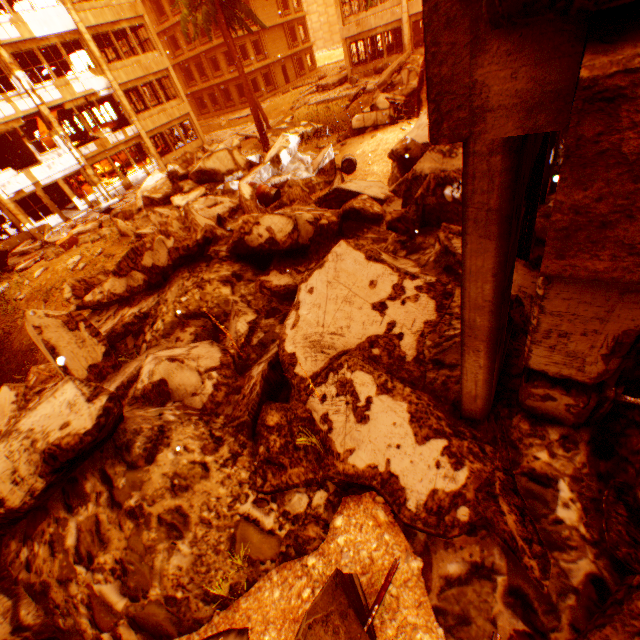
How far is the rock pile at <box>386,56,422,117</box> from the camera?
15.9 meters

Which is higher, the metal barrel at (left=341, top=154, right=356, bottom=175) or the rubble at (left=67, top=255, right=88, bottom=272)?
the rubble at (left=67, top=255, right=88, bottom=272)

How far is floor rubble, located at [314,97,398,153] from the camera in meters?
13.8

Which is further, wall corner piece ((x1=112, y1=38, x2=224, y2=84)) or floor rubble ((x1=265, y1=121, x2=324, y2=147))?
wall corner piece ((x1=112, y1=38, x2=224, y2=84))

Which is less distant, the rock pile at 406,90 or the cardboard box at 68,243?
the cardboard box at 68,243

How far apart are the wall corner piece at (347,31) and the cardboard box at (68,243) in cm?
2418

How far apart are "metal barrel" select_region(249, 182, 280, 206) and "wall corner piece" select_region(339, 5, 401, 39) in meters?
21.9 m

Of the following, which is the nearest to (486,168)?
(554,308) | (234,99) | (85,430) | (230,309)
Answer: (554,308)
